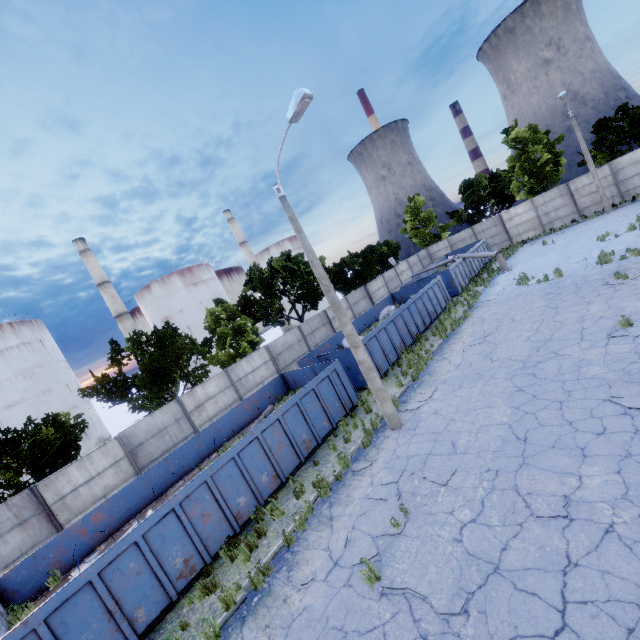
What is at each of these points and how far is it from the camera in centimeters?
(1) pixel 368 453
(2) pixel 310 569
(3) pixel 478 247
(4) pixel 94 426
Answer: (1) asphalt debris, 1025cm
(2) asphalt debris, 707cm
(3) garbage container, 3012cm
(4) storage tank, 3884cm

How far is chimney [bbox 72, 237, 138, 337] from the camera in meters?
42.5

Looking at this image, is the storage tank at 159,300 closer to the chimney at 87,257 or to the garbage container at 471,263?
the chimney at 87,257

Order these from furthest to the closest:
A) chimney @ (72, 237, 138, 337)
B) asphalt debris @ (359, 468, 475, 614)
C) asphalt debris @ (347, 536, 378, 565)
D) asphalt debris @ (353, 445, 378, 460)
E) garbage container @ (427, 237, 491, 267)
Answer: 1. chimney @ (72, 237, 138, 337)
2. garbage container @ (427, 237, 491, 267)
3. asphalt debris @ (353, 445, 378, 460)
4. asphalt debris @ (347, 536, 378, 565)
5. asphalt debris @ (359, 468, 475, 614)

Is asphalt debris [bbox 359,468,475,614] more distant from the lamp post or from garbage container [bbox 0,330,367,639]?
garbage container [bbox 0,330,367,639]

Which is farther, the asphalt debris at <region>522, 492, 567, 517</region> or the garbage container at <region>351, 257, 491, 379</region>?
the garbage container at <region>351, 257, 491, 379</region>

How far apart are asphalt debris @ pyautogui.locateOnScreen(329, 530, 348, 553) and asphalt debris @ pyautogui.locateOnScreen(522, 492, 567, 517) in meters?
3.9

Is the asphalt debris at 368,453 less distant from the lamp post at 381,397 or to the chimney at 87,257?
the lamp post at 381,397
